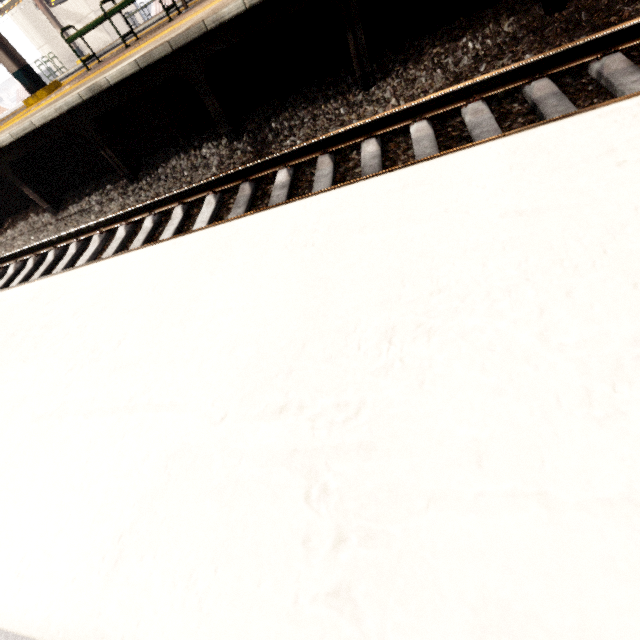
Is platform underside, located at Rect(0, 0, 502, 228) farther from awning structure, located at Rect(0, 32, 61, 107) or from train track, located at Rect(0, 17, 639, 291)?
awning structure, located at Rect(0, 32, 61, 107)

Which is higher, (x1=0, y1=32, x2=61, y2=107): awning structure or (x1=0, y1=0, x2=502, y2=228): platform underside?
(x1=0, y1=32, x2=61, y2=107): awning structure

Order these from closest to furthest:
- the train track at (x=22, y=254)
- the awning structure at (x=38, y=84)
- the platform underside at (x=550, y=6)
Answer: the train track at (x=22, y=254) < the platform underside at (x=550, y=6) < the awning structure at (x=38, y=84)

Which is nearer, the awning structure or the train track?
the train track

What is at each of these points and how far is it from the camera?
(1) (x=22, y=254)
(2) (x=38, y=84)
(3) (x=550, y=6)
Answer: (1) train track, 5.28m
(2) awning structure, 7.62m
(3) platform underside, 3.30m

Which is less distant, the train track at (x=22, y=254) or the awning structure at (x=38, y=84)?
the train track at (x=22, y=254)
